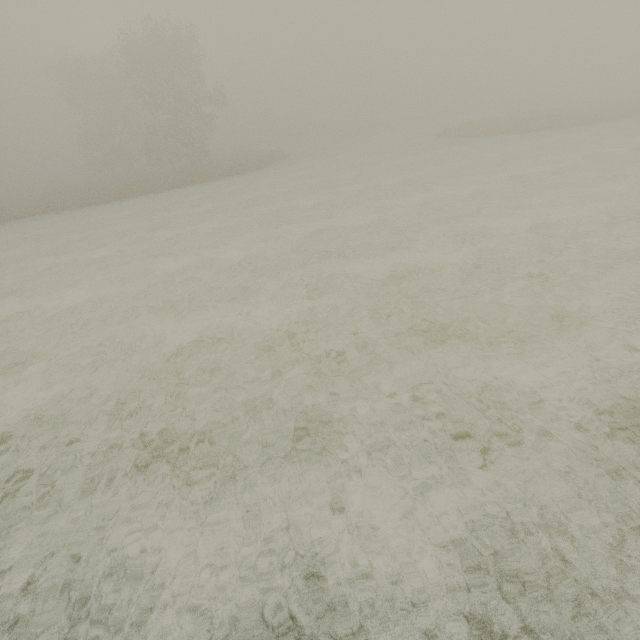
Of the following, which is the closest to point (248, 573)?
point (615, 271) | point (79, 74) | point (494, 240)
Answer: point (615, 271)
